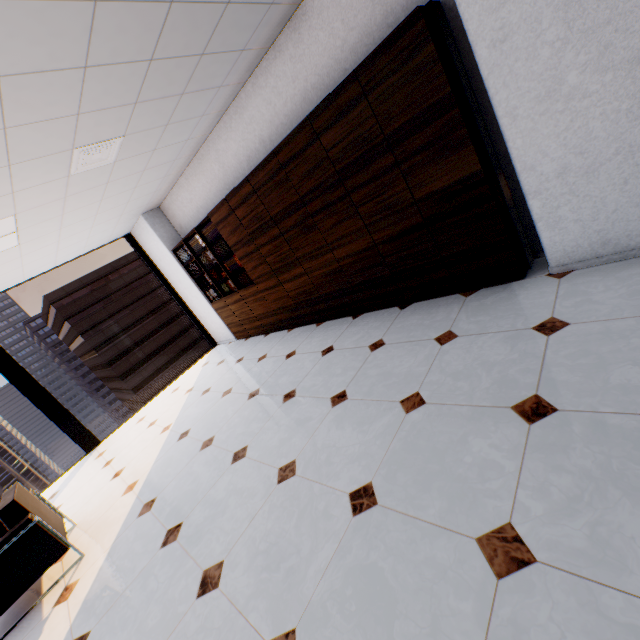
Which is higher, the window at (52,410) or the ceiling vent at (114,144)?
the ceiling vent at (114,144)

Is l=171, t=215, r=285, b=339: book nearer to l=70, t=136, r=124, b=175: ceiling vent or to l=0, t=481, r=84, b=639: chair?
l=70, t=136, r=124, b=175: ceiling vent

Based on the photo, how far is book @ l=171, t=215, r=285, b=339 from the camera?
5.3m

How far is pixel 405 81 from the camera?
2.4m

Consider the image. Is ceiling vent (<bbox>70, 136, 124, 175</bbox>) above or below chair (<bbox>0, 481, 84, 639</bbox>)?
above

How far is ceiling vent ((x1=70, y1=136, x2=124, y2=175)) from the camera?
3.0 meters

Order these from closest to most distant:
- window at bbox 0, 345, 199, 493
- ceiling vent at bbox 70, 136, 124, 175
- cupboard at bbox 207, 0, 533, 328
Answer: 1. cupboard at bbox 207, 0, 533, 328
2. ceiling vent at bbox 70, 136, 124, 175
3. window at bbox 0, 345, 199, 493

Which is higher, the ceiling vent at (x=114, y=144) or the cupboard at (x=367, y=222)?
the ceiling vent at (x=114, y=144)
